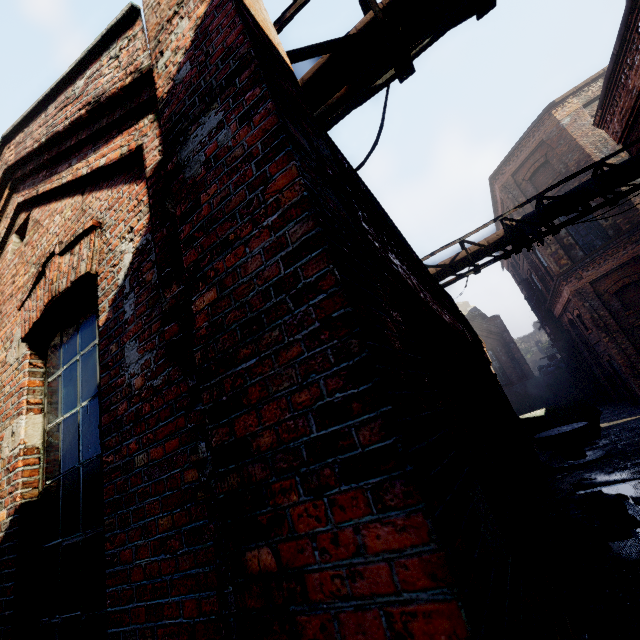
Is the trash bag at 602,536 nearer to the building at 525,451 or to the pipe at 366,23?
the building at 525,451

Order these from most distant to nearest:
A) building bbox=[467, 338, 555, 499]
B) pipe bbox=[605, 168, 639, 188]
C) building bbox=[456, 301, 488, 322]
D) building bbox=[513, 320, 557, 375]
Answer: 1. building bbox=[513, 320, 557, 375]
2. building bbox=[456, 301, 488, 322]
3. pipe bbox=[605, 168, 639, 188]
4. building bbox=[467, 338, 555, 499]

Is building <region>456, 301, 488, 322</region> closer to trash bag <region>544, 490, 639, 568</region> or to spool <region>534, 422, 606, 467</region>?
spool <region>534, 422, 606, 467</region>

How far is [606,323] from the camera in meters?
15.0 m

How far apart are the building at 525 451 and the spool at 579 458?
3.5m

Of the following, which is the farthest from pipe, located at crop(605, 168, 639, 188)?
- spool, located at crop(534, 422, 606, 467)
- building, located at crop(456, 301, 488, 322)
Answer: building, located at crop(456, 301, 488, 322)

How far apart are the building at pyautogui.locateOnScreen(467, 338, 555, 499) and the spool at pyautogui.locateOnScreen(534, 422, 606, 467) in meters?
3.5

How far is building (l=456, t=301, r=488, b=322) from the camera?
31.89m
